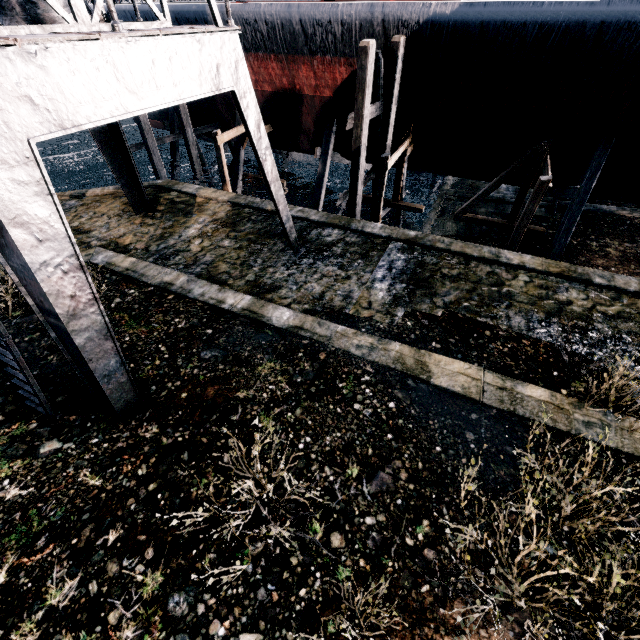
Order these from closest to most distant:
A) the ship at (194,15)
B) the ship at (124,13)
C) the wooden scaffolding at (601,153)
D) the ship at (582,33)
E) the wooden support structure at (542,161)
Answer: the ship at (582,33) < the wooden support structure at (542,161) < the wooden scaffolding at (601,153) < the ship at (194,15) < the ship at (124,13)

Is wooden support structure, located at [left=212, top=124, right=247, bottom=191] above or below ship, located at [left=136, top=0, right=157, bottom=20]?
below

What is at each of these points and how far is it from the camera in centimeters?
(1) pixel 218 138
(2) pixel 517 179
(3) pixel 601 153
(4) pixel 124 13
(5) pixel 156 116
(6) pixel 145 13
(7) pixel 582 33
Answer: (1) wooden support structure, 1661cm
(2) ship, 1742cm
(3) wooden scaffolding, 1366cm
(4) ship, 1780cm
(5) ship, 2636cm
(6) ship, 1683cm
(7) ship, 1081cm

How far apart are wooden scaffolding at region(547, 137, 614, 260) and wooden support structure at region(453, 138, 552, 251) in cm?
102

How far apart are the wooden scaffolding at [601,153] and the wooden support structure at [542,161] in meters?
1.0

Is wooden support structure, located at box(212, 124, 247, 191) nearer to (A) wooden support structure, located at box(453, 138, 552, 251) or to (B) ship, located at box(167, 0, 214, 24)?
(B) ship, located at box(167, 0, 214, 24)

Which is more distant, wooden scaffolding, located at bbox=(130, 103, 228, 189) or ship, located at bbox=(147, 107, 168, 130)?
ship, located at bbox=(147, 107, 168, 130)

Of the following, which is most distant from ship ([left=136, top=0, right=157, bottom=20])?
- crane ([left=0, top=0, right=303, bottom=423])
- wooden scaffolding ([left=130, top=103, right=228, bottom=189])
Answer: crane ([left=0, top=0, right=303, bottom=423])
